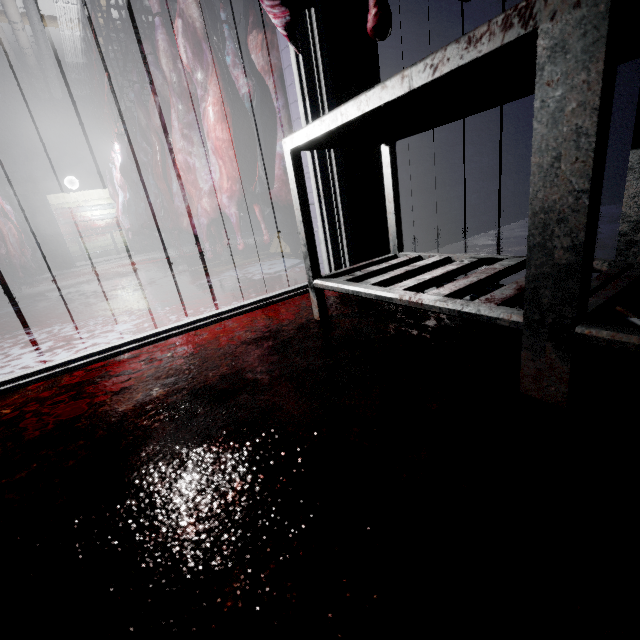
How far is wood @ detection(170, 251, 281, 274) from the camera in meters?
3.6 m

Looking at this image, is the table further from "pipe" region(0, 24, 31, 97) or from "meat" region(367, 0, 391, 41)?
"pipe" region(0, 24, 31, 97)

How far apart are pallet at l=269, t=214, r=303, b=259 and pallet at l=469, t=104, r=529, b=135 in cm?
57

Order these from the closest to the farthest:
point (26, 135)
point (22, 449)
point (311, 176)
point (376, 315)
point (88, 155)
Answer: point (22, 449) → point (376, 315) → point (311, 176) → point (26, 135) → point (88, 155)

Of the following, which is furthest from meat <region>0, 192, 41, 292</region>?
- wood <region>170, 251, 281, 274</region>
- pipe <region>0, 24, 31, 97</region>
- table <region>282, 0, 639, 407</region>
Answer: table <region>282, 0, 639, 407</region>

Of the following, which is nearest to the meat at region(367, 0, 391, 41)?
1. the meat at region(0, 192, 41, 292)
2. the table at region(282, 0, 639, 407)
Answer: the table at region(282, 0, 639, 407)

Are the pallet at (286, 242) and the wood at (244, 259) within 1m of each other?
yes

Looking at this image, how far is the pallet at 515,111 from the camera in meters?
2.7 m
